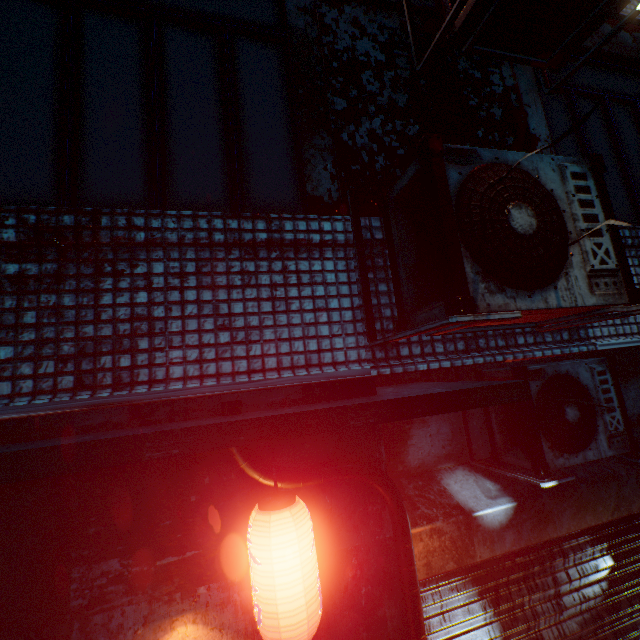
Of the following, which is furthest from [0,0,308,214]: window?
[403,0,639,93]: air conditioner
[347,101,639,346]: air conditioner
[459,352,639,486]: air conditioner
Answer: [459,352,639,486]: air conditioner

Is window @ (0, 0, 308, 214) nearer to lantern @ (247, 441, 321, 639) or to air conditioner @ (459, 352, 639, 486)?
lantern @ (247, 441, 321, 639)

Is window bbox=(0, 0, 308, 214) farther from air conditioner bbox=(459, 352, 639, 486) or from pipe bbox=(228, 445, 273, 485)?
air conditioner bbox=(459, 352, 639, 486)

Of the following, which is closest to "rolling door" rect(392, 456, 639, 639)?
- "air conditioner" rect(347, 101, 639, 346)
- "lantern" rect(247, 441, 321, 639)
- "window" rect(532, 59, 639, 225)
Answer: "lantern" rect(247, 441, 321, 639)

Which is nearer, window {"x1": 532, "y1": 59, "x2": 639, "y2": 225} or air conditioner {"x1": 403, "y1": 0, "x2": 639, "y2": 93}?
air conditioner {"x1": 403, "y1": 0, "x2": 639, "y2": 93}

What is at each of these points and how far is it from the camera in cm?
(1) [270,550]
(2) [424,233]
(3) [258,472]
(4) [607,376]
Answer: (1) lantern, 117
(2) air conditioner, 144
(3) pipe, 148
(4) air conditioner, 243

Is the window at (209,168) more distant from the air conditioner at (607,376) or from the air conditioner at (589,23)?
the air conditioner at (607,376)

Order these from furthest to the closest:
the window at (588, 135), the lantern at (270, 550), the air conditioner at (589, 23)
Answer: the window at (588, 135) → the air conditioner at (589, 23) → the lantern at (270, 550)
